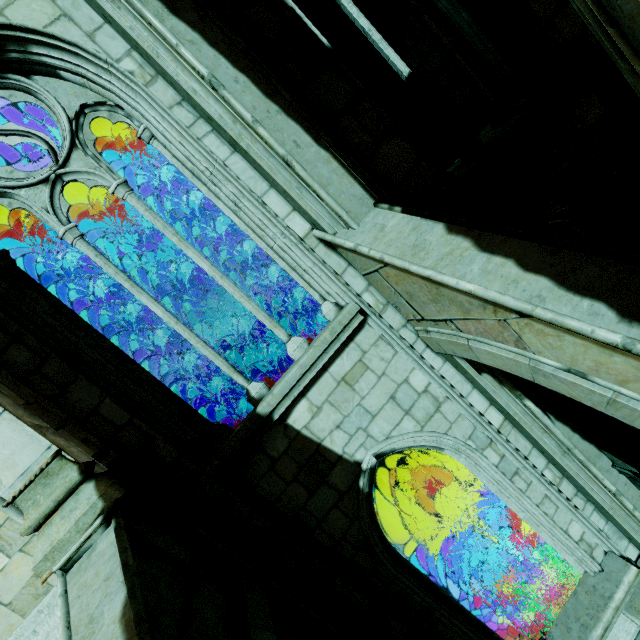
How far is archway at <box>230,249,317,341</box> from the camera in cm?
1243

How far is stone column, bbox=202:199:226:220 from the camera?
7.90m

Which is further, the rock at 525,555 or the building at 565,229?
the building at 565,229

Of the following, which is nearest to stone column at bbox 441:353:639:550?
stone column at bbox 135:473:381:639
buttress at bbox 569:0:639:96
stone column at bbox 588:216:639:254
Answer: buttress at bbox 569:0:639:96

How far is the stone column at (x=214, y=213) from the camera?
7.9m

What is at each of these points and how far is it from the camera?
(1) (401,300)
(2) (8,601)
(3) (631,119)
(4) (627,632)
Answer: (1) buttress, 3.99m
(2) building, 3.49m
(3) window, 4.85m
(4) wall trim, 5.07m

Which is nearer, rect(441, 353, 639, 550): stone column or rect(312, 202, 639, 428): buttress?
rect(312, 202, 639, 428): buttress

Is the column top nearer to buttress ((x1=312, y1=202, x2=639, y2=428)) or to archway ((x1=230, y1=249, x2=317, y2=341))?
buttress ((x1=312, y1=202, x2=639, y2=428))
